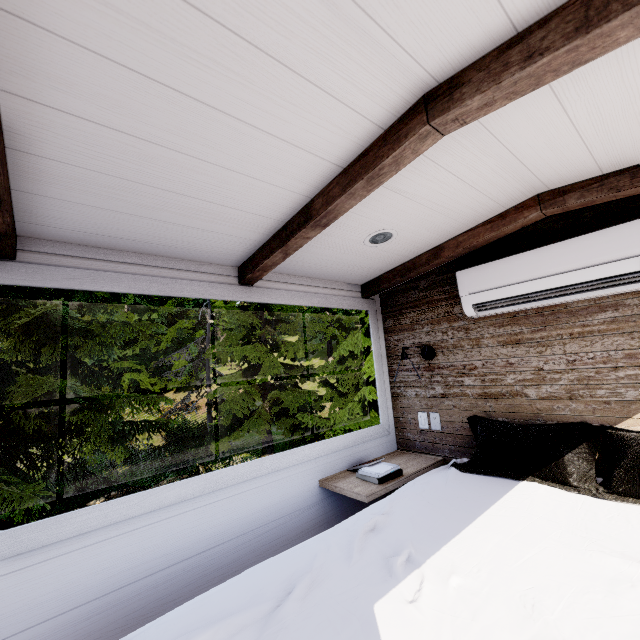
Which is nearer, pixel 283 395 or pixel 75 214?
pixel 75 214

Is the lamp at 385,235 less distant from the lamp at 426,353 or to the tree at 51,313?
the lamp at 426,353

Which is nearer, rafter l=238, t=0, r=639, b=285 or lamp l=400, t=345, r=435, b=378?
rafter l=238, t=0, r=639, b=285

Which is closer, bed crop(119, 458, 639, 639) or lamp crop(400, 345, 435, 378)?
bed crop(119, 458, 639, 639)

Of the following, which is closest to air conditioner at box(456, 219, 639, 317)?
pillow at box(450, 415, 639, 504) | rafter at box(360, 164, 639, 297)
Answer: rafter at box(360, 164, 639, 297)

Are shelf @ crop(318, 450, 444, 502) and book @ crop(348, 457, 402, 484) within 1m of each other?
yes

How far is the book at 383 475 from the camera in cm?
206

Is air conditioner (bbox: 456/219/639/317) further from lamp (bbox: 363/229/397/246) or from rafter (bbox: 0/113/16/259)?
rafter (bbox: 0/113/16/259)
